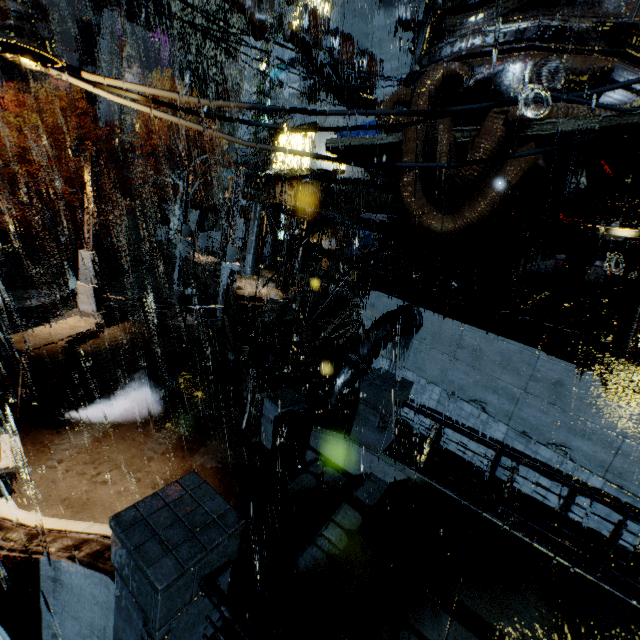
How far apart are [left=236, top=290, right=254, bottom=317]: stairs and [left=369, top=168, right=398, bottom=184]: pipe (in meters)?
12.30

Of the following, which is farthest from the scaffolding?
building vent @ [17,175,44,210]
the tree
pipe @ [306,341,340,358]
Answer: building vent @ [17,175,44,210]

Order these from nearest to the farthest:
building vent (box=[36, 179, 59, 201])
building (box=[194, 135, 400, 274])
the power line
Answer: the power line, building (box=[194, 135, 400, 274]), building vent (box=[36, 179, 59, 201])

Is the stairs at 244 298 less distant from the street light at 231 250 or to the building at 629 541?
the building at 629 541

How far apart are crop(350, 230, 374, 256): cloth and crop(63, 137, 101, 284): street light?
17.1 meters

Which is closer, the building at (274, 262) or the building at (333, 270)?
the building at (274, 262)

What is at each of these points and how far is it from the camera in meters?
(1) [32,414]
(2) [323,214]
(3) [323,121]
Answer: (1) pipe, 8.0
(2) scaffolding, 10.2
(3) building, 26.1

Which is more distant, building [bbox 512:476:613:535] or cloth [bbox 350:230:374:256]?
cloth [bbox 350:230:374:256]
